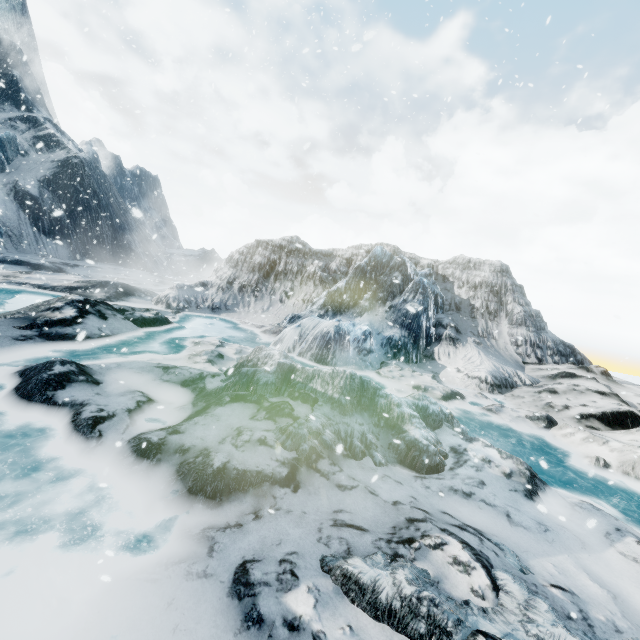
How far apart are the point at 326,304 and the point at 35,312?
10.8m
